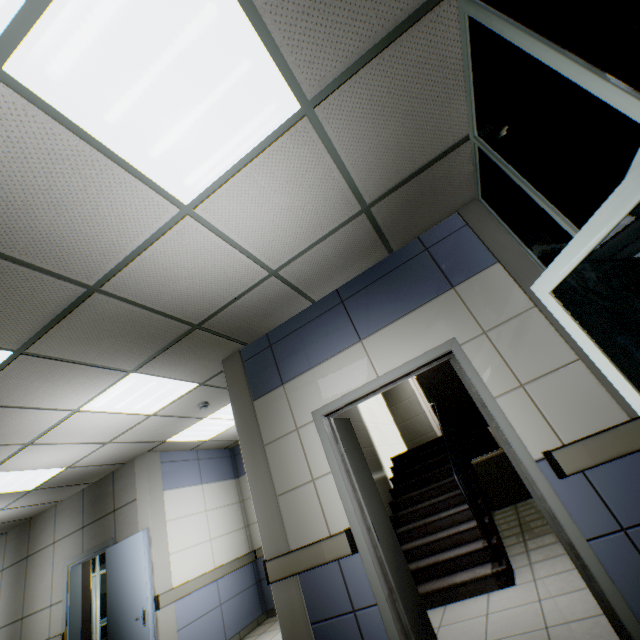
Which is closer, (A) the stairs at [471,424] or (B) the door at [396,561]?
(B) the door at [396,561]

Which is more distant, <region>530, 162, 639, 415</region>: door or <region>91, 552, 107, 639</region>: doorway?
<region>91, 552, 107, 639</region>: doorway

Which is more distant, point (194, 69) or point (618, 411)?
point (618, 411)

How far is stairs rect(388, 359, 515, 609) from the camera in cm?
365

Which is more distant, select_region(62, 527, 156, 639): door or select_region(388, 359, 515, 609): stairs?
select_region(62, 527, 156, 639): door

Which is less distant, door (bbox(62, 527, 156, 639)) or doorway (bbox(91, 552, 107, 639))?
door (bbox(62, 527, 156, 639))

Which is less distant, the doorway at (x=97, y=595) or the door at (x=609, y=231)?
the door at (x=609, y=231)

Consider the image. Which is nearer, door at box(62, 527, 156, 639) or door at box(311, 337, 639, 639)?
door at box(311, 337, 639, 639)
